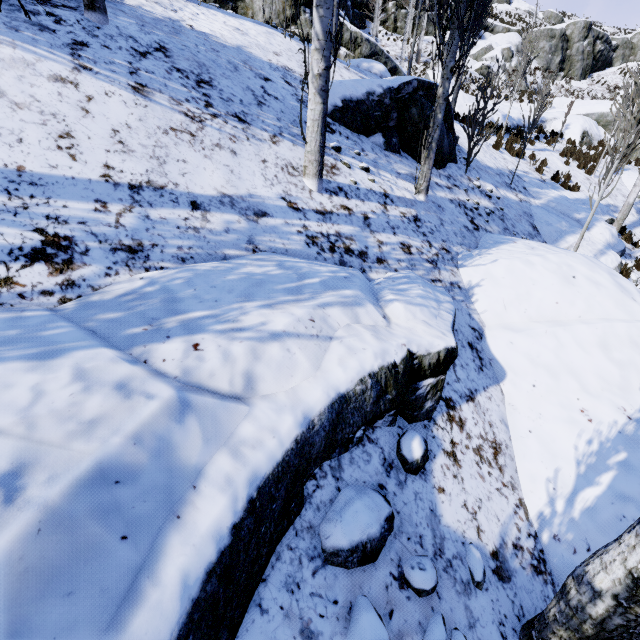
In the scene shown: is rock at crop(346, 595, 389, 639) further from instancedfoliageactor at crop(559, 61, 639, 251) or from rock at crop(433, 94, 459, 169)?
rock at crop(433, 94, 459, 169)

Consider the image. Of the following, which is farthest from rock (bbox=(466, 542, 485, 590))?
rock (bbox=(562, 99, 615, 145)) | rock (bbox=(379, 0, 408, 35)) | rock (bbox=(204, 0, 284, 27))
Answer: rock (bbox=(379, 0, 408, 35))

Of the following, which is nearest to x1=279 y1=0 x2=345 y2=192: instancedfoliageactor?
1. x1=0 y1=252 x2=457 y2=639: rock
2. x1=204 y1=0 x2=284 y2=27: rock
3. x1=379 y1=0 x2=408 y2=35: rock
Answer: x1=0 y1=252 x2=457 y2=639: rock

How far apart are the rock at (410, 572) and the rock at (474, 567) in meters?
0.4 m

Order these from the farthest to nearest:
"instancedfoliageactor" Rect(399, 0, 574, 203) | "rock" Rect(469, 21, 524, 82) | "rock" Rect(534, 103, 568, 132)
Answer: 1. "rock" Rect(469, 21, 524, 82)
2. "rock" Rect(534, 103, 568, 132)
3. "instancedfoliageactor" Rect(399, 0, 574, 203)

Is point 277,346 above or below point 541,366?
above

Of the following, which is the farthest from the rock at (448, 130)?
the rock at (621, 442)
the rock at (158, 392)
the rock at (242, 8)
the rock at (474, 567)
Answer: the rock at (242, 8)

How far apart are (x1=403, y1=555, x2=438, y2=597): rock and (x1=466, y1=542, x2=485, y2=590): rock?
0.4m
